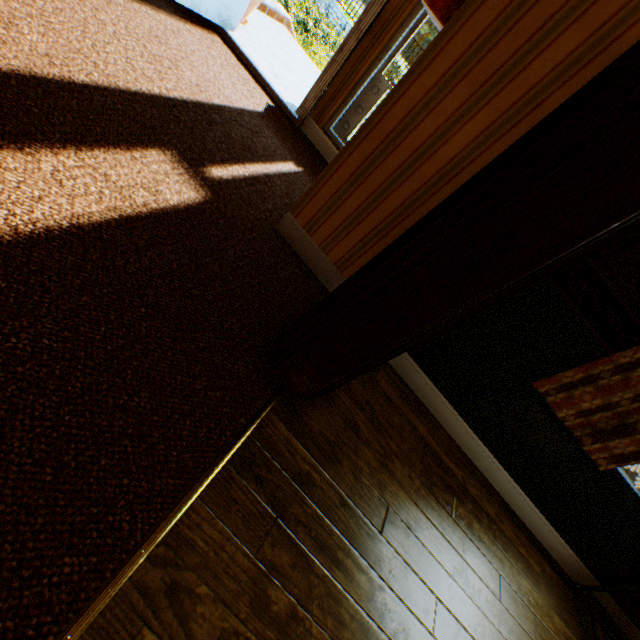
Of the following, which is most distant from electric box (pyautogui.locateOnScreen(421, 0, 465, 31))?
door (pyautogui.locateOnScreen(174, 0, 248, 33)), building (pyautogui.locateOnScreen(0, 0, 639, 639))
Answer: door (pyautogui.locateOnScreen(174, 0, 248, 33))

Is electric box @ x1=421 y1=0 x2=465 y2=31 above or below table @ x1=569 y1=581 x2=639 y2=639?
above

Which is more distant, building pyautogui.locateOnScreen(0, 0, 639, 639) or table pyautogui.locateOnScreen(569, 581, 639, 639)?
table pyautogui.locateOnScreen(569, 581, 639, 639)

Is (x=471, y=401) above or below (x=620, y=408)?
below

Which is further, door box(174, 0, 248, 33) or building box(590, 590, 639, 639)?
door box(174, 0, 248, 33)

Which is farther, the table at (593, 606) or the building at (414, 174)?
the table at (593, 606)

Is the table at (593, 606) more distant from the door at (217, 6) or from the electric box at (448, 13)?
the door at (217, 6)

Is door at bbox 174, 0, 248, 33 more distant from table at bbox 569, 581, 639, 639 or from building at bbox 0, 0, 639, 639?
table at bbox 569, 581, 639, 639
